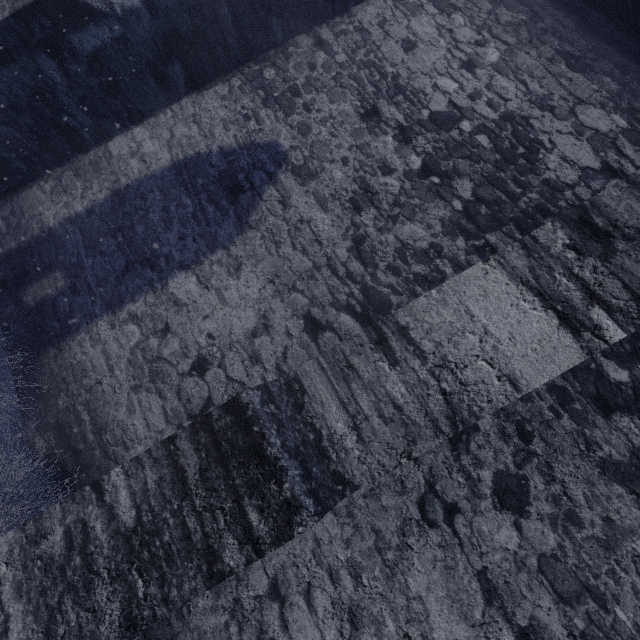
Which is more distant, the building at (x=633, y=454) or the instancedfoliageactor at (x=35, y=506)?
the instancedfoliageactor at (x=35, y=506)

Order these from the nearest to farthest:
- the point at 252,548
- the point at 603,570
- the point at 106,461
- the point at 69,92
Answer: the point at 252,548 → the point at 603,570 → the point at 106,461 → the point at 69,92

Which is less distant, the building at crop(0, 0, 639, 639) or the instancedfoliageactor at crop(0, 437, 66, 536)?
the building at crop(0, 0, 639, 639)

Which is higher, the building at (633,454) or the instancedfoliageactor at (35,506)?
the building at (633,454)

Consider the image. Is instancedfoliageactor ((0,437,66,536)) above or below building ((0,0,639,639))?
below
